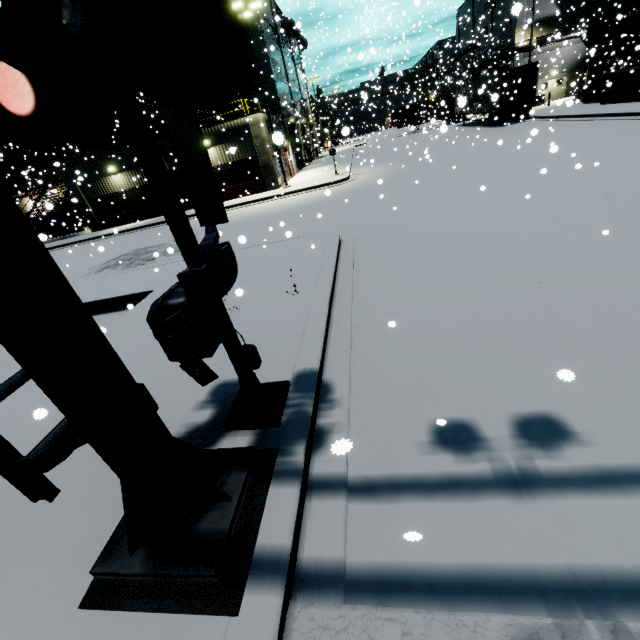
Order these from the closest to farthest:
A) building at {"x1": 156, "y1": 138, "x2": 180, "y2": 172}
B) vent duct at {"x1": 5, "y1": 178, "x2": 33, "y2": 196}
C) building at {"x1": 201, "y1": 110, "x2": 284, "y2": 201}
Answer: building at {"x1": 201, "y1": 110, "x2": 284, "y2": 201} < building at {"x1": 156, "y1": 138, "x2": 180, "y2": 172} < vent duct at {"x1": 5, "y1": 178, "x2": 33, "y2": 196}

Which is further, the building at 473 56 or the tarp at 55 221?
the building at 473 56

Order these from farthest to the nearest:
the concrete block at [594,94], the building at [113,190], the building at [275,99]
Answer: the building at [275,99] < the building at [113,190] < the concrete block at [594,94]

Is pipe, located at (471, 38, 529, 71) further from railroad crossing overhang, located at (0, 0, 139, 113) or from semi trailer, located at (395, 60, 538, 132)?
railroad crossing overhang, located at (0, 0, 139, 113)

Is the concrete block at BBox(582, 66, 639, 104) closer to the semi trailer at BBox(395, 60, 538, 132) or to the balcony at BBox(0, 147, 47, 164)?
the semi trailer at BBox(395, 60, 538, 132)

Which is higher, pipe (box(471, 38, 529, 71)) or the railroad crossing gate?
pipe (box(471, 38, 529, 71))

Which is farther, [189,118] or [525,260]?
[525,260]

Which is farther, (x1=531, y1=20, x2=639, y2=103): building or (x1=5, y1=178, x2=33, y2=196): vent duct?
(x1=5, y1=178, x2=33, y2=196): vent duct
